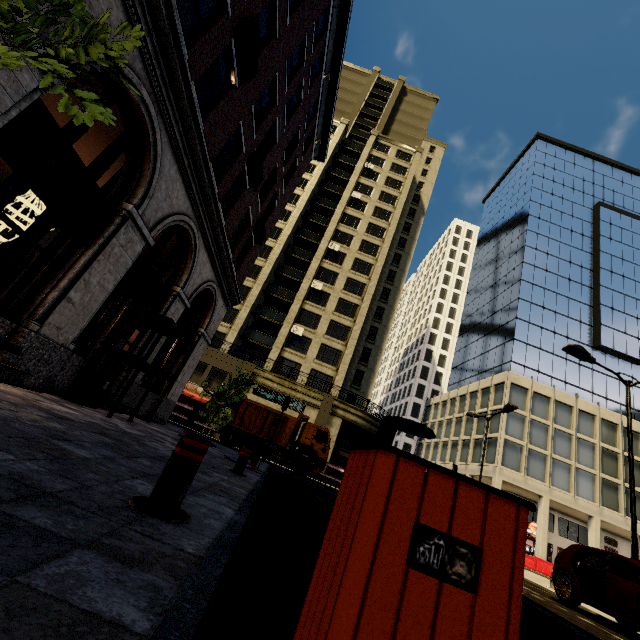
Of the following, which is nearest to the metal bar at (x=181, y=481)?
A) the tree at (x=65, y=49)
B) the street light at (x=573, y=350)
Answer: the tree at (x=65, y=49)

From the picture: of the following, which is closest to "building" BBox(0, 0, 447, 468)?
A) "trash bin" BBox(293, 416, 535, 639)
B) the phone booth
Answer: the phone booth

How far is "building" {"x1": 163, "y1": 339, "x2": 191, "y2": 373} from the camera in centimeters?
1319cm

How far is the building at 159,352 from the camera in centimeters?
1103cm

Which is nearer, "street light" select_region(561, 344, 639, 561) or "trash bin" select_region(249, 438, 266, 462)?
"street light" select_region(561, 344, 639, 561)

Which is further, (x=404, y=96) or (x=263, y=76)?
(x=404, y=96)

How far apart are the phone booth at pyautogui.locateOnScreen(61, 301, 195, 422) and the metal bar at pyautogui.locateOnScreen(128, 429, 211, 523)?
6.2m

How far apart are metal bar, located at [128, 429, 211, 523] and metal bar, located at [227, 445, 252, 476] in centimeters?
454cm
